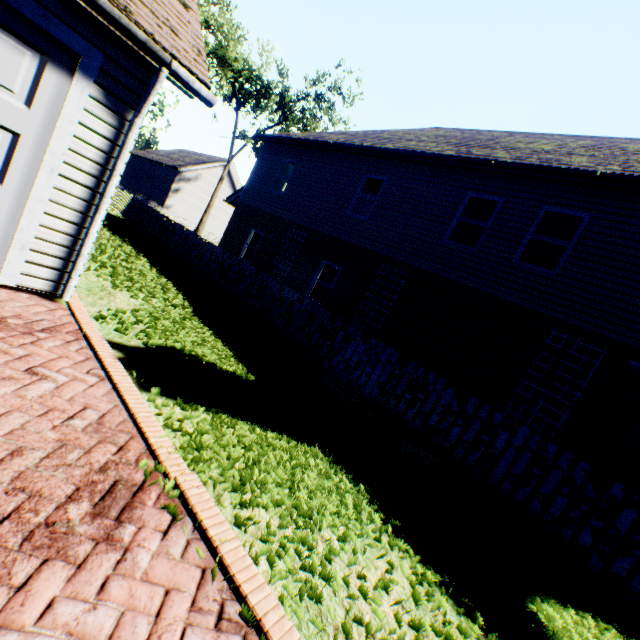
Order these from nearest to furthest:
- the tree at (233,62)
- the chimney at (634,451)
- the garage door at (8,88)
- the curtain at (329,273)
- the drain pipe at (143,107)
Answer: the garage door at (8,88) < the drain pipe at (143,107) < the chimney at (634,451) < the curtain at (329,273) < the tree at (233,62)

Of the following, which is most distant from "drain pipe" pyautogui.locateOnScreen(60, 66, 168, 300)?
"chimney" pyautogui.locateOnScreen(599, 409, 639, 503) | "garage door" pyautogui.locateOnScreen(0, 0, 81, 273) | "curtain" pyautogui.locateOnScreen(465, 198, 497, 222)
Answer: "chimney" pyautogui.locateOnScreen(599, 409, 639, 503)

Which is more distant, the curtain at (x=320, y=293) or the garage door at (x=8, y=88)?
the curtain at (x=320, y=293)

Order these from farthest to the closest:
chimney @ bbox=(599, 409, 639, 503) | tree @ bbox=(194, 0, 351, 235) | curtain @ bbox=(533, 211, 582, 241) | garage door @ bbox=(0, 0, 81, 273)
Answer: tree @ bbox=(194, 0, 351, 235) → curtain @ bbox=(533, 211, 582, 241) → chimney @ bbox=(599, 409, 639, 503) → garage door @ bbox=(0, 0, 81, 273)

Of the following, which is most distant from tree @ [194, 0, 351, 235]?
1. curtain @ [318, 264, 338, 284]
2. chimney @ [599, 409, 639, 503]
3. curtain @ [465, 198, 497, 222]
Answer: curtain @ [318, 264, 338, 284]

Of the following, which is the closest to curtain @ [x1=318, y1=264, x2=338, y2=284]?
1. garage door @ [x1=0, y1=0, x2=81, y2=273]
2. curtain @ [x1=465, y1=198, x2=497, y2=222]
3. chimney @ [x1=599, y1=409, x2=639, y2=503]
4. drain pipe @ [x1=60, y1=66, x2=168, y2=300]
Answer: curtain @ [x1=465, y1=198, x2=497, y2=222]

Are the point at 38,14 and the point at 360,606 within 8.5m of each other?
yes

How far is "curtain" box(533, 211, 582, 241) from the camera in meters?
8.1
